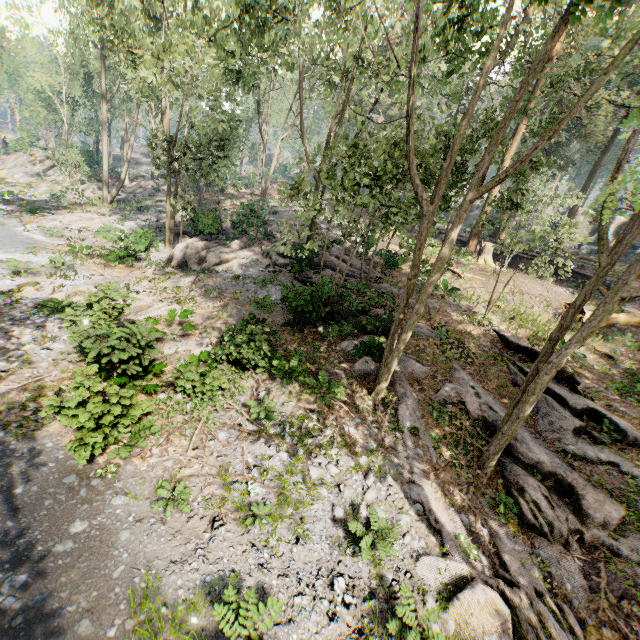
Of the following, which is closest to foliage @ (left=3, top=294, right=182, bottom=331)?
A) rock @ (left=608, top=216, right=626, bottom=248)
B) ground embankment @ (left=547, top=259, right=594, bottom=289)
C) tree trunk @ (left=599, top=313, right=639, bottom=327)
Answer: ground embankment @ (left=547, top=259, right=594, bottom=289)

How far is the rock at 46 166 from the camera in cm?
3894

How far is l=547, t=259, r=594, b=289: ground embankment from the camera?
25.5 meters

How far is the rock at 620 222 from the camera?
39.38m

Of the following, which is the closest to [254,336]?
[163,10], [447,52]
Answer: [447,52]

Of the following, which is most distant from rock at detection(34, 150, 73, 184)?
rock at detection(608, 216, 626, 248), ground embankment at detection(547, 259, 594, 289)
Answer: rock at detection(608, 216, 626, 248)

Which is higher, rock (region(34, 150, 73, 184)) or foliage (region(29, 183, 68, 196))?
rock (region(34, 150, 73, 184))
